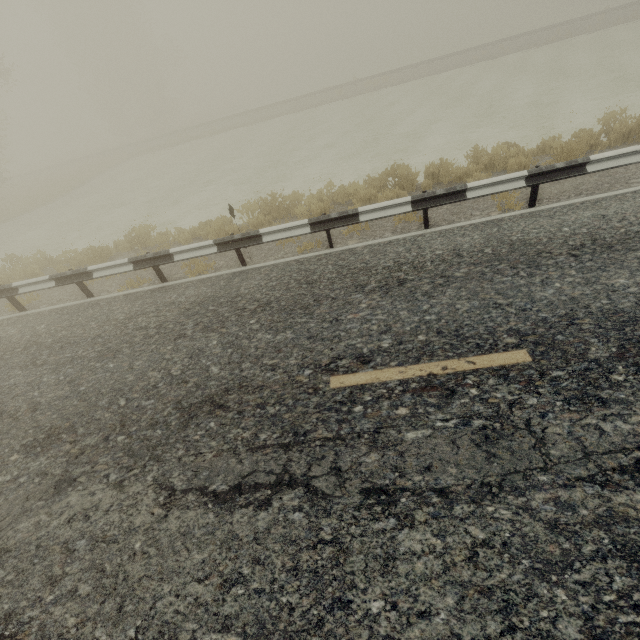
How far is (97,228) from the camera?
15.5 meters
